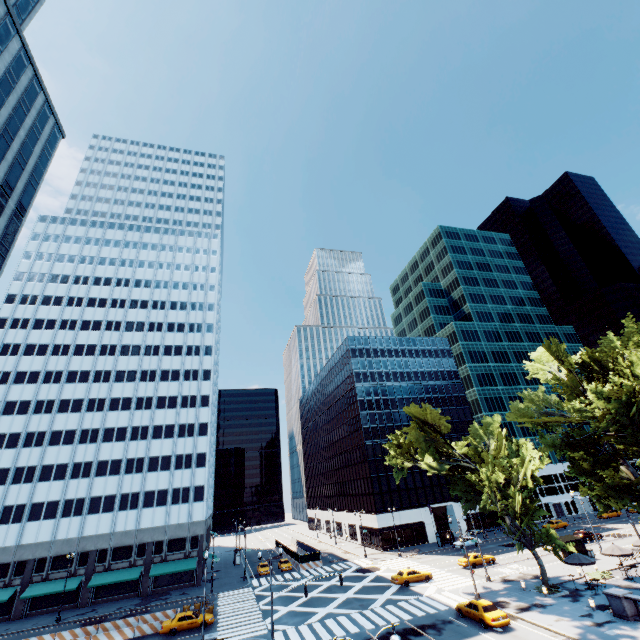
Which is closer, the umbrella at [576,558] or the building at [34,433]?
the umbrella at [576,558]

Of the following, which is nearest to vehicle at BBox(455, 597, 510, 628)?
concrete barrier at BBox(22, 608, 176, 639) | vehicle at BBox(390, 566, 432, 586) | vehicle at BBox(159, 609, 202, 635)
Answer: vehicle at BBox(390, 566, 432, 586)

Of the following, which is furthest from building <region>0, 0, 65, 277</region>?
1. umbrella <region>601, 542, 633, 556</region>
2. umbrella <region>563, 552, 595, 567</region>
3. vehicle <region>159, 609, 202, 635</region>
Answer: umbrella <region>601, 542, 633, 556</region>

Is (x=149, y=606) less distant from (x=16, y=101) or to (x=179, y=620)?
(x=179, y=620)

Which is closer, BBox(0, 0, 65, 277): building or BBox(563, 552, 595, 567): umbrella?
BBox(563, 552, 595, 567): umbrella

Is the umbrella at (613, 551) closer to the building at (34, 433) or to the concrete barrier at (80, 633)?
the concrete barrier at (80, 633)

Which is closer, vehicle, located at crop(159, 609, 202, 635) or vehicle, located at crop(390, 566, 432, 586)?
vehicle, located at crop(159, 609, 202, 635)

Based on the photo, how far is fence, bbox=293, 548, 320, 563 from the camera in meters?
55.1 m
